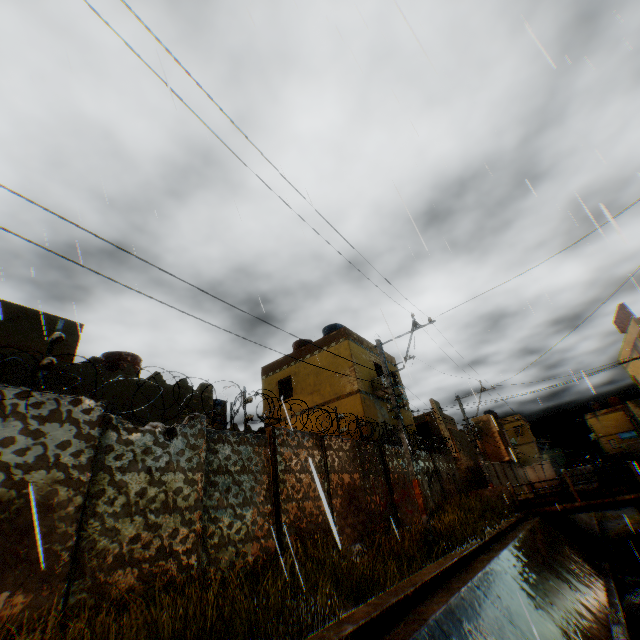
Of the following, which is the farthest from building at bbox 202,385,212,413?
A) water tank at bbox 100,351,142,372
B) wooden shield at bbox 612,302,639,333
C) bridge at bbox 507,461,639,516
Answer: bridge at bbox 507,461,639,516

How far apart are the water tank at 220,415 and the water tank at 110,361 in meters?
5.8

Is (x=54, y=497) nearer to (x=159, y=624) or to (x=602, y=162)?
(x=159, y=624)

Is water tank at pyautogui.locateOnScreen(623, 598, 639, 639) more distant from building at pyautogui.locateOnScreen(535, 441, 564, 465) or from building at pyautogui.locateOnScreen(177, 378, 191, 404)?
building at pyautogui.locateOnScreen(535, 441, 564, 465)

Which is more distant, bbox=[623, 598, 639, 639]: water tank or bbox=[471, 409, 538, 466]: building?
bbox=[471, 409, 538, 466]: building

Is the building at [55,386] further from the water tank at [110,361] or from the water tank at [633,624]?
the water tank at [633,624]

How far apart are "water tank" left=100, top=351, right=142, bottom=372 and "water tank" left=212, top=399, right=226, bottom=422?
5.8 meters

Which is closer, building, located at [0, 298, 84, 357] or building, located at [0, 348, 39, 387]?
building, located at [0, 348, 39, 387]
